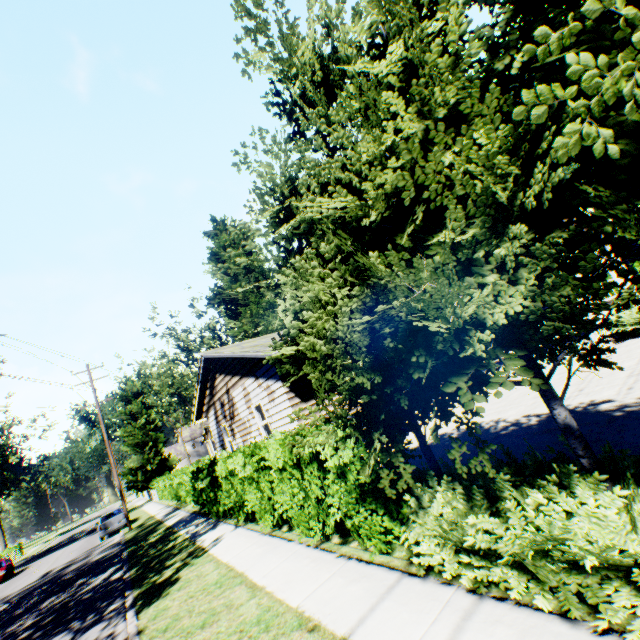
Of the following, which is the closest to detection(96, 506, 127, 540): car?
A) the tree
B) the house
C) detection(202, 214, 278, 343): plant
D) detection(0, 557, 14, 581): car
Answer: detection(0, 557, 14, 581): car

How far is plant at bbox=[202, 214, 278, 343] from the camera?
24.0m

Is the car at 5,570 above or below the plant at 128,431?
below

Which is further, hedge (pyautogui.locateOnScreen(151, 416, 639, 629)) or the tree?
hedge (pyautogui.locateOnScreen(151, 416, 639, 629))

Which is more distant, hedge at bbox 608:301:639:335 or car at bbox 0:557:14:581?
car at bbox 0:557:14:581

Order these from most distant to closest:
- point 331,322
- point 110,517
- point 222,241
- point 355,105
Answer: point 222,241 → point 110,517 → point 355,105 → point 331,322

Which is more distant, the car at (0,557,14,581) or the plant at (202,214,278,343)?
the car at (0,557,14,581)

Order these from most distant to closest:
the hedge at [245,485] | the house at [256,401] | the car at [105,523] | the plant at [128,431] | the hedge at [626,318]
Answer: the plant at [128,431] < the car at [105,523] < the hedge at [626,318] < the house at [256,401] < the hedge at [245,485]
